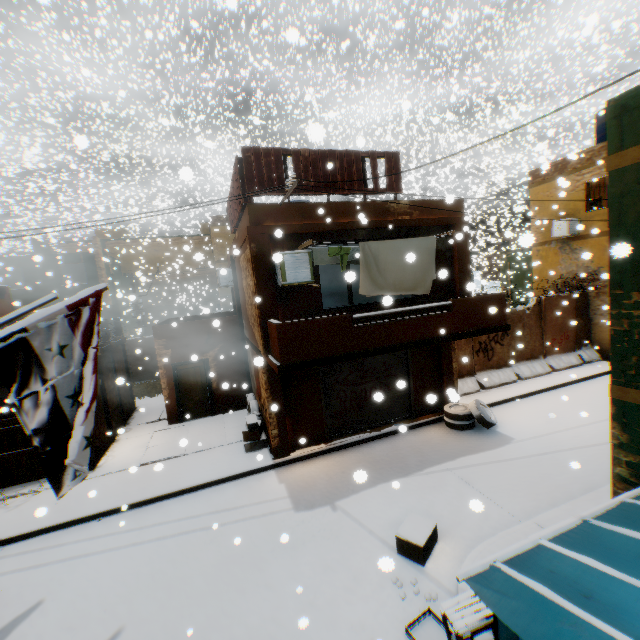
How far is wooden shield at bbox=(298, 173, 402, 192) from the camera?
8.6m

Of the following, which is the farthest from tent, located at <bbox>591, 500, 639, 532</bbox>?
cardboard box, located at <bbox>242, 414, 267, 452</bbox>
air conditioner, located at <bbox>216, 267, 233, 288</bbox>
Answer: air conditioner, located at <bbox>216, 267, 233, 288</bbox>

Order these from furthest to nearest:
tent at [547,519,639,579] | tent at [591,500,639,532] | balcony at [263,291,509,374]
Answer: balcony at [263,291,509,374] → tent at [591,500,639,532] → tent at [547,519,639,579]

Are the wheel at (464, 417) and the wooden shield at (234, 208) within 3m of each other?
yes

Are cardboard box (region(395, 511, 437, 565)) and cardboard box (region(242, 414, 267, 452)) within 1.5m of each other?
no

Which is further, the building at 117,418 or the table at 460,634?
the building at 117,418

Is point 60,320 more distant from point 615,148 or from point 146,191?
point 146,191

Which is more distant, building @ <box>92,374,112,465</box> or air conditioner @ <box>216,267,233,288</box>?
building @ <box>92,374,112,465</box>
